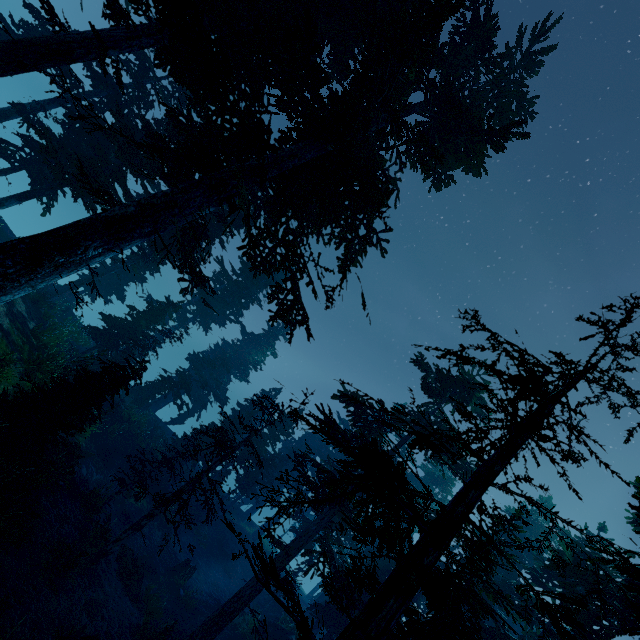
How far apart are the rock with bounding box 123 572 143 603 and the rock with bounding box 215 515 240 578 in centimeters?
1423cm

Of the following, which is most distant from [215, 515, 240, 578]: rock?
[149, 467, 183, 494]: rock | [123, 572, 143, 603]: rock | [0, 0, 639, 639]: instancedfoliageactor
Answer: [123, 572, 143, 603]: rock

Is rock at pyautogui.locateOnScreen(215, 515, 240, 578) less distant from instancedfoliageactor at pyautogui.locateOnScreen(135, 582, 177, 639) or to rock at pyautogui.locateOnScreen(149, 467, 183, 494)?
instancedfoliageactor at pyautogui.locateOnScreen(135, 582, 177, 639)

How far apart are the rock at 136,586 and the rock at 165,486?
7.7m

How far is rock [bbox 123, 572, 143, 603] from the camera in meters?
15.3 m

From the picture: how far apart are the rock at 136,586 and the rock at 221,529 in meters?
14.2 m

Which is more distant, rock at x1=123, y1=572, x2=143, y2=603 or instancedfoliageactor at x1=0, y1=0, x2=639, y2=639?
rock at x1=123, y1=572, x2=143, y2=603

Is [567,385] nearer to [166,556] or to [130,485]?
[130,485]
